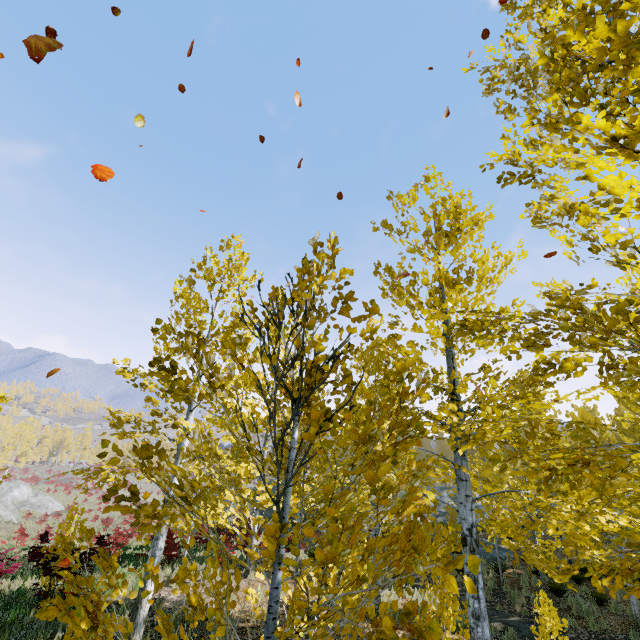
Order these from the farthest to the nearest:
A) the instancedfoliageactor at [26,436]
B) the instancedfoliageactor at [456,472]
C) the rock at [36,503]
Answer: the instancedfoliageactor at [26,436] → the rock at [36,503] → the instancedfoliageactor at [456,472]

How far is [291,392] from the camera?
2.10m

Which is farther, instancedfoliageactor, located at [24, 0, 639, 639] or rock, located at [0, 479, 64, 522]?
rock, located at [0, 479, 64, 522]

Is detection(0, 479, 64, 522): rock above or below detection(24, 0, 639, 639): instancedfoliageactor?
below

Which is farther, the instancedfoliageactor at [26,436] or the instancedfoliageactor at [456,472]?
the instancedfoliageactor at [26,436]

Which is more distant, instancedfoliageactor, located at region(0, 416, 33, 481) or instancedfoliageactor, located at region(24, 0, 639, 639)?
instancedfoliageactor, located at region(0, 416, 33, 481)

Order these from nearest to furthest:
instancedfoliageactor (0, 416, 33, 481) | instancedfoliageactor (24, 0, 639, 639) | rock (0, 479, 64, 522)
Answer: instancedfoliageactor (24, 0, 639, 639), rock (0, 479, 64, 522), instancedfoliageactor (0, 416, 33, 481)
